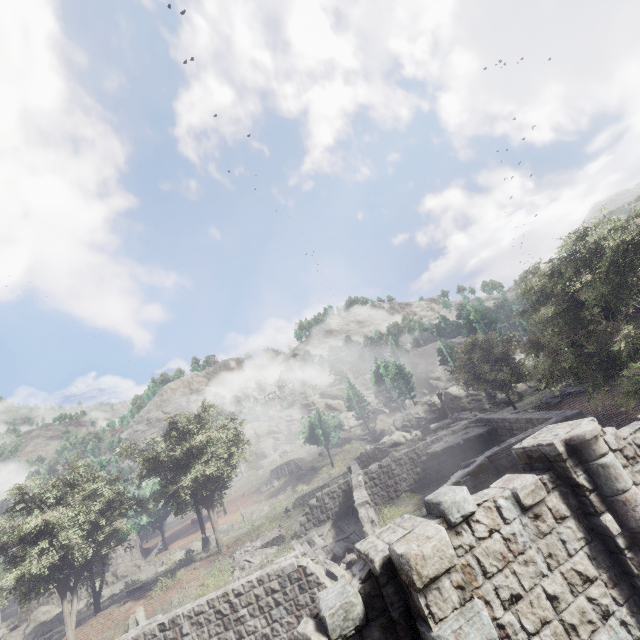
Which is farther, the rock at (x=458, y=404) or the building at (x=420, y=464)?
the rock at (x=458, y=404)

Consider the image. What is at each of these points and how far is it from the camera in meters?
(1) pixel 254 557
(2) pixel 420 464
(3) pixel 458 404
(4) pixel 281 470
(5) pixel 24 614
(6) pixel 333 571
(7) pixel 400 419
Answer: (1) rubble, 20.2 m
(2) building, 21.5 m
(3) rock, 45.0 m
(4) shelter, 56.2 m
(5) building, 34.6 m
(6) rubble, 13.8 m
(7) rock, 52.0 m

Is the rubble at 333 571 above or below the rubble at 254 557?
below

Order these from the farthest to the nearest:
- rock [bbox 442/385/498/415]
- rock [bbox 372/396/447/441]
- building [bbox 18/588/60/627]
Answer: rock [bbox 372/396/447/441] < rock [bbox 442/385/498/415] < building [bbox 18/588/60/627]

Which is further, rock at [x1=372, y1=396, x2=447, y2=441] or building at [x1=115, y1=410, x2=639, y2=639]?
rock at [x1=372, y1=396, x2=447, y2=441]

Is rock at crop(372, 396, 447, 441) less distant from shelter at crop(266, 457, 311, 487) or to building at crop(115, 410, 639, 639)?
shelter at crop(266, 457, 311, 487)

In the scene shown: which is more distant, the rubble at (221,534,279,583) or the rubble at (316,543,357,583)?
the rubble at (221,534,279,583)

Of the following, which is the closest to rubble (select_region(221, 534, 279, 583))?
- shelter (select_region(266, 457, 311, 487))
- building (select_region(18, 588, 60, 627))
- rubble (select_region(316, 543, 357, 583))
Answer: rubble (select_region(316, 543, 357, 583))
